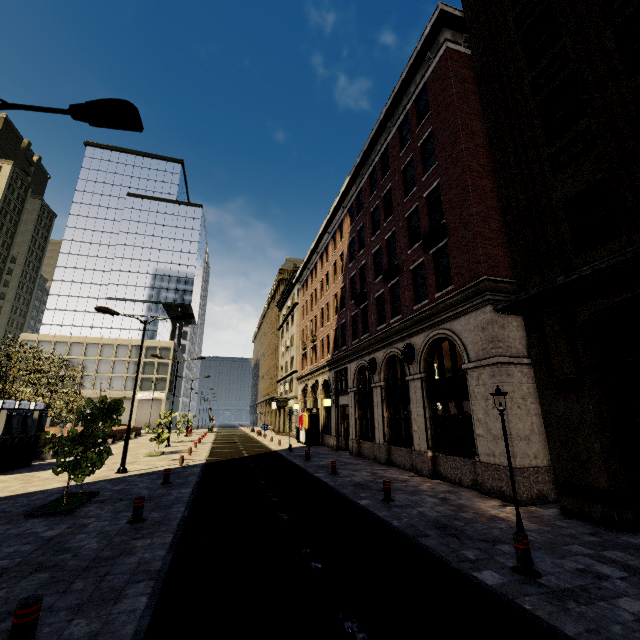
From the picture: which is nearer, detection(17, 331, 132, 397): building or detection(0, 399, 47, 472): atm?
detection(0, 399, 47, 472): atm

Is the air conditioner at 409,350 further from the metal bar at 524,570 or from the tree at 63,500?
the tree at 63,500

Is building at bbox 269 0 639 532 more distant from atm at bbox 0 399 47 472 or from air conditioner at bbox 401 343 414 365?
atm at bbox 0 399 47 472

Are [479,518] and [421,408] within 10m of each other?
yes

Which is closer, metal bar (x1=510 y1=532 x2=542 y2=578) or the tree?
metal bar (x1=510 y1=532 x2=542 y2=578)

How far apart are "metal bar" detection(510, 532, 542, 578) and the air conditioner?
9.4 meters

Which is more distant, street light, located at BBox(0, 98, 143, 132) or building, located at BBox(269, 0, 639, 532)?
building, located at BBox(269, 0, 639, 532)

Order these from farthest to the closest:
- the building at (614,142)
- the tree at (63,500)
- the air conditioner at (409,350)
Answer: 1. the air conditioner at (409,350)
2. the tree at (63,500)
3. the building at (614,142)
